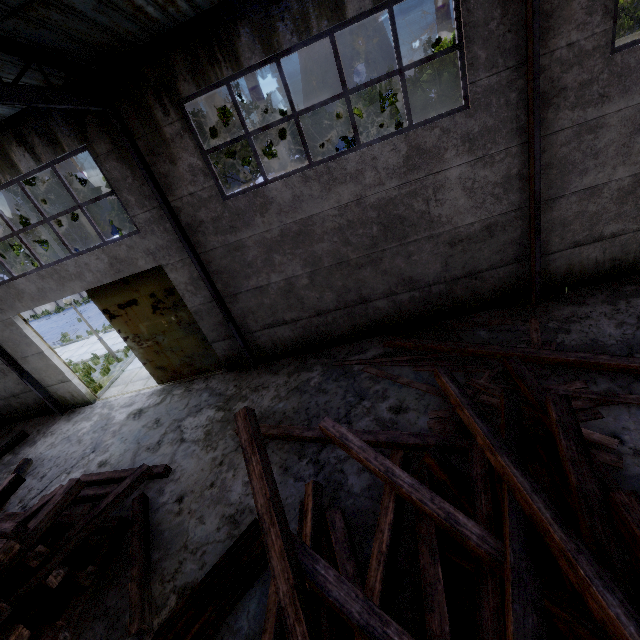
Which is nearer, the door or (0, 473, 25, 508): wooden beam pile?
(0, 473, 25, 508): wooden beam pile

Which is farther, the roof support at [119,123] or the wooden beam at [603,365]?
the wooden beam at [603,365]

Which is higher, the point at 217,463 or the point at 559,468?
the point at 559,468

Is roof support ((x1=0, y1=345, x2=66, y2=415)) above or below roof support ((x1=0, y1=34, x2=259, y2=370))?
below

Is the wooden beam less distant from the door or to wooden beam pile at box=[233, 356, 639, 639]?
wooden beam pile at box=[233, 356, 639, 639]

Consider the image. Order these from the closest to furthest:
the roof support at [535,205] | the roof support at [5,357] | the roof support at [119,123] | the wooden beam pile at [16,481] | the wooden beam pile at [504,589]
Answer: the wooden beam pile at [504,589], the roof support at [119,123], the roof support at [535,205], the wooden beam pile at [16,481], the roof support at [5,357]

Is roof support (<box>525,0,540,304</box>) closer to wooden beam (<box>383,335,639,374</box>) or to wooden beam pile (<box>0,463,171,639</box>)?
wooden beam (<box>383,335,639,374</box>)

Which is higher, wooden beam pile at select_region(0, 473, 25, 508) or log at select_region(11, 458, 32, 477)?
wooden beam pile at select_region(0, 473, 25, 508)
